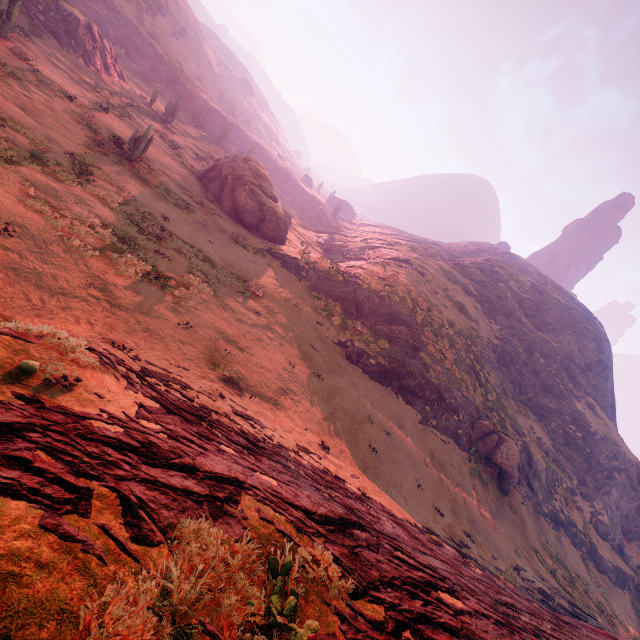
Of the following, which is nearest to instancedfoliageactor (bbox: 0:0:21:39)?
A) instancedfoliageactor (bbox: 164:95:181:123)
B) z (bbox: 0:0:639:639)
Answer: z (bbox: 0:0:639:639)

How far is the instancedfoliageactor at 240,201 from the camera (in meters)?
29.91

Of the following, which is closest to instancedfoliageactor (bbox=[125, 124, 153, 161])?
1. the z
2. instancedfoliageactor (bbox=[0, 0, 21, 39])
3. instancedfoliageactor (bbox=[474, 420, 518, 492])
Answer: the z

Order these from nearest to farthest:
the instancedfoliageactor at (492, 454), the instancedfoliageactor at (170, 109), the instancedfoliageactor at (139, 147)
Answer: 1. the instancedfoliageactor at (139, 147)
2. the instancedfoliageactor at (492, 454)
3. the instancedfoliageactor at (170, 109)

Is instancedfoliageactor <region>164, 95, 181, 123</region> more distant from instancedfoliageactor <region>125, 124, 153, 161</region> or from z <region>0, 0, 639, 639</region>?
instancedfoliageactor <region>125, 124, 153, 161</region>

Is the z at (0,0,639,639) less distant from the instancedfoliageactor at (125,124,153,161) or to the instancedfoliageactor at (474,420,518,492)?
the instancedfoliageactor at (474,420,518,492)

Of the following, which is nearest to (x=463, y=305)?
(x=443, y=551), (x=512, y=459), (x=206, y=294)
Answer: (x=512, y=459)

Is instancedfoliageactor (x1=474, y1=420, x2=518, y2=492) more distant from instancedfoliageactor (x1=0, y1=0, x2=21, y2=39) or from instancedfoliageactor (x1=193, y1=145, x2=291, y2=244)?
instancedfoliageactor (x1=0, y1=0, x2=21, y2=39)
